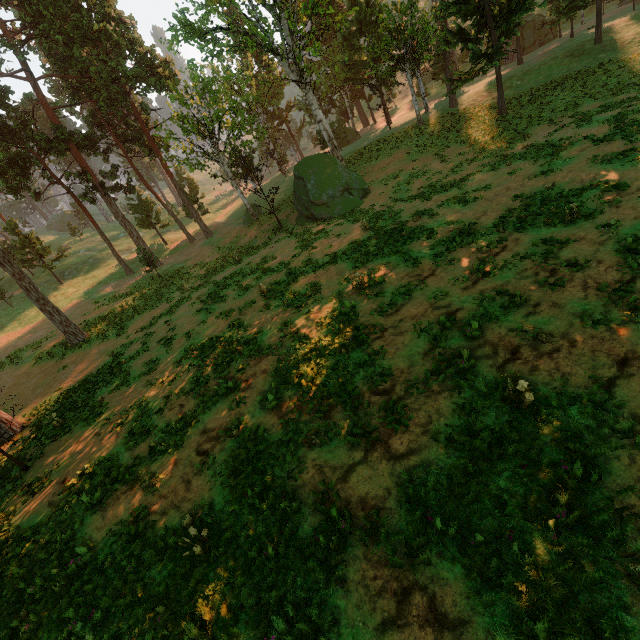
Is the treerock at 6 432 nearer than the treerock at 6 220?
Yes

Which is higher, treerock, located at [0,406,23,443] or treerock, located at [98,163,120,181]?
treerock, located at [98,163,120,181]

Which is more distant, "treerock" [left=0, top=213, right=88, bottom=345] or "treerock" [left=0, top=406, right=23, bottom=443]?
"treerock" [left=0, top=213, right=88, bottom=345]

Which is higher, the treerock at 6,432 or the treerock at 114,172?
the treerock at 114,172

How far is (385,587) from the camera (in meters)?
5.71

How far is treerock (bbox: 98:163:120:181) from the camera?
37.2 meters
